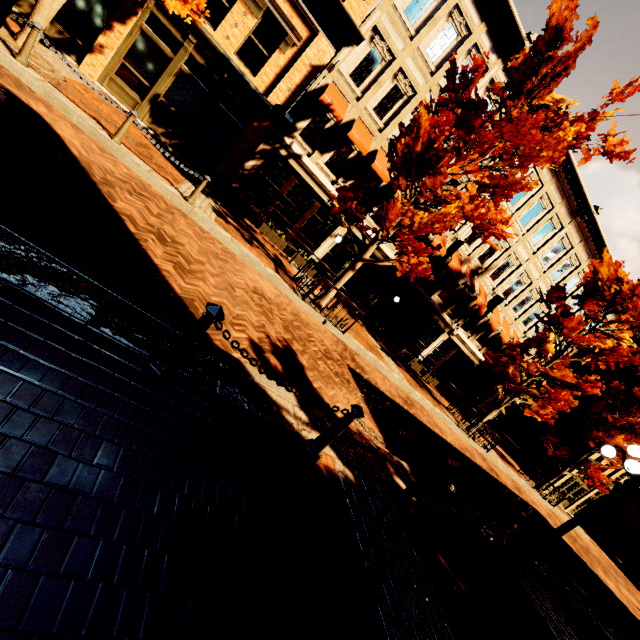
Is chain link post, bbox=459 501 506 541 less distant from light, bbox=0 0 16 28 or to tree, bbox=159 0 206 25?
light, bbox=0 0 16 28

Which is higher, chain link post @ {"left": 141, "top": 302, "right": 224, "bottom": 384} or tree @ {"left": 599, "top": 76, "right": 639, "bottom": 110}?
tree @ {"left": 599, "top": 76, "right": 639, "bottom": 110}

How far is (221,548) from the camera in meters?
2.2 m

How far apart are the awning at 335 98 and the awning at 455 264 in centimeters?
884cm

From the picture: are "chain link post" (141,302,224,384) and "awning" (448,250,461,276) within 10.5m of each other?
no

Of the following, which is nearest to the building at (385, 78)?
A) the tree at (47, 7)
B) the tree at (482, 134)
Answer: the tree at (482, 134)

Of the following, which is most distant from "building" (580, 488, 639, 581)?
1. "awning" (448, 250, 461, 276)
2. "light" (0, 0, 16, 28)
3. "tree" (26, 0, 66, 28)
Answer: "light" (0, 0, 16, 28)

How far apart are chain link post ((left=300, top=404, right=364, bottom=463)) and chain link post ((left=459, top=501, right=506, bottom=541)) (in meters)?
3.74
